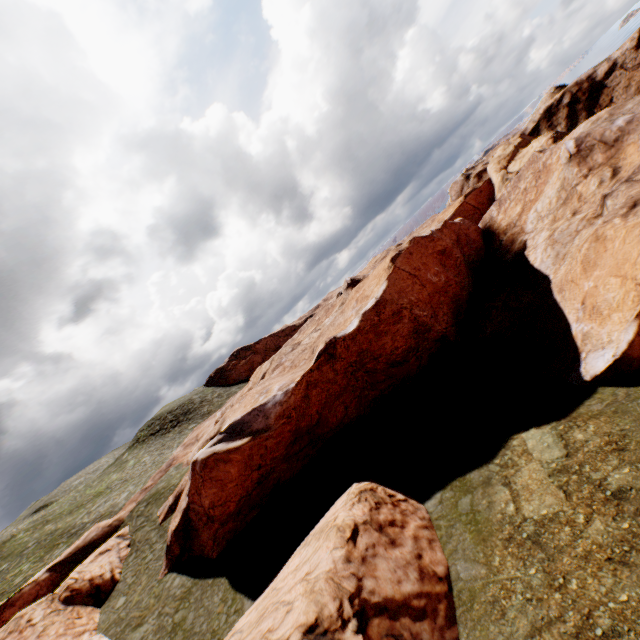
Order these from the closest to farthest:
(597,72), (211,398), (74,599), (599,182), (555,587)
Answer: (555,587) → (74,599) → (599,182) → (597,72) → (211,398)

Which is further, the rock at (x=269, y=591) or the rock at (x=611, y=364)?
the rock at (x=611, y=364)

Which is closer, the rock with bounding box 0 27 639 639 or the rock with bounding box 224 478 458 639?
the rock with bounding box 224 478 458 639
